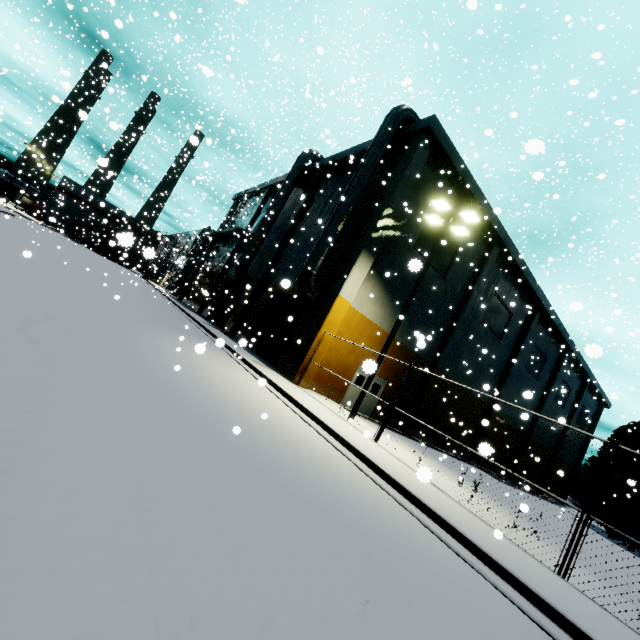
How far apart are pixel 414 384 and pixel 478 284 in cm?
850

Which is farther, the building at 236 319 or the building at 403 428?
the building at 236 319

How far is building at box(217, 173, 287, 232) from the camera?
31.99m

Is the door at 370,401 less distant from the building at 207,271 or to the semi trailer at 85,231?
the building at 207,271

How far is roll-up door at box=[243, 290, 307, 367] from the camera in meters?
19.2 m

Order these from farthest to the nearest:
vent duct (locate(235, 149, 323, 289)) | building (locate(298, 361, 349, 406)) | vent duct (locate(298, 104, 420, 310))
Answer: vent duct (locate(235, 149, 323, 289))
vent duct (locate(298, 104, 420, 310))
building (locate(298, 361, 349, 406))

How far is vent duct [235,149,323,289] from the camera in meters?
24.9

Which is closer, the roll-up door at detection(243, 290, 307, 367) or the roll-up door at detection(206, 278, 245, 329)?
the roll-up door at detection(243, 290, 307, 367)
